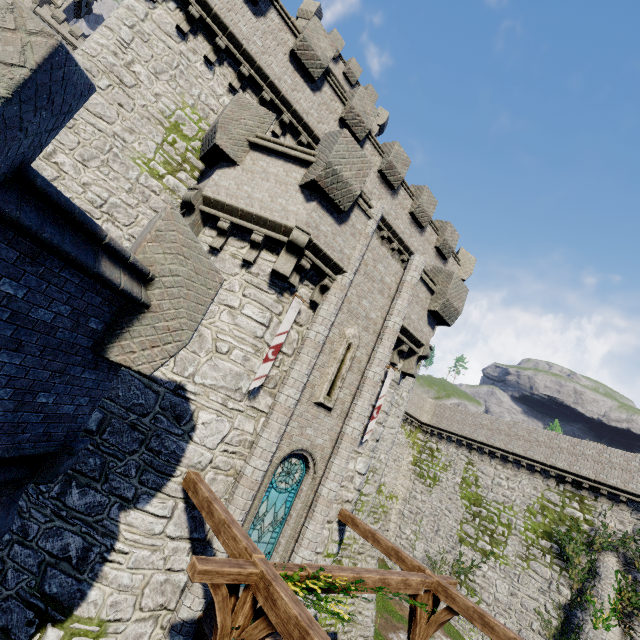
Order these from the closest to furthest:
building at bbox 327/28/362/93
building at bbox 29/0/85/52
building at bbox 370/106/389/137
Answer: building at bbox 327/28/362/93 → building at bbox 370/106/389/137 → building at bbox 29/0/85/52

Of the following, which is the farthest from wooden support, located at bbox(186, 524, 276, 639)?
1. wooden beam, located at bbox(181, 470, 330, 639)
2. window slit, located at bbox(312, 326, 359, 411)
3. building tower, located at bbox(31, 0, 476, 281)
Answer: building tower, located at bbox(31, 0, 476, 281)

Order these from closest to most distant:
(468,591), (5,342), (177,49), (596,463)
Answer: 1. (5,342)
2. (177,49)
3. (596,463)
4. (468,591)

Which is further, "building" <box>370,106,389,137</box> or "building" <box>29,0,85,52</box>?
"building" <box>29,0,85,52</box>

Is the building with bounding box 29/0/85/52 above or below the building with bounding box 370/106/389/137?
above

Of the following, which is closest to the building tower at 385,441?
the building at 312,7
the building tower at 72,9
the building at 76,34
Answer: the building at 312,7

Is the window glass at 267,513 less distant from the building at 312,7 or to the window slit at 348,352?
the window slit at 348,352

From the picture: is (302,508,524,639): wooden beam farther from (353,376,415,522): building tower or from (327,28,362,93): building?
(327,28,362,93): building
